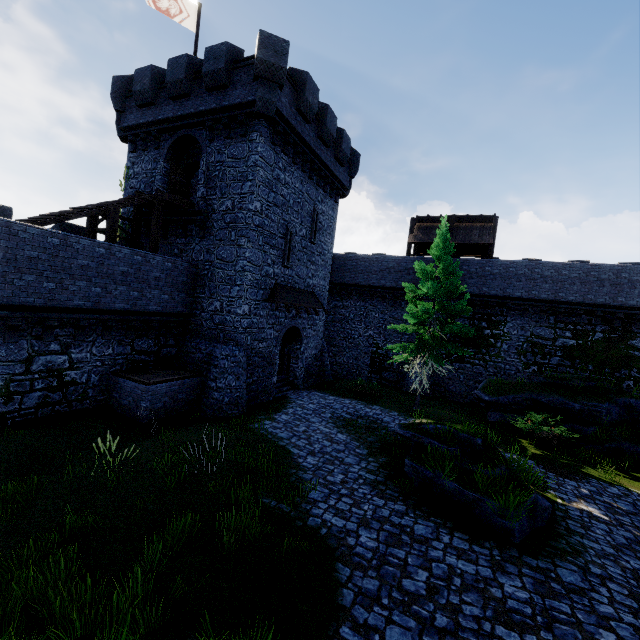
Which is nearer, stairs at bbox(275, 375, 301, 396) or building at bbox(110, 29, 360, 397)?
building at bbox(110, 29, 360, 397)

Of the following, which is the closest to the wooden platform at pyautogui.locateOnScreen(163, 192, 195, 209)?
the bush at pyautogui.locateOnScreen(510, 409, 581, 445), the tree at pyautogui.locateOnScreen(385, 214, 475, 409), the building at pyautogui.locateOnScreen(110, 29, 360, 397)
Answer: the building at pyautogui.locateOnScreen(110, 29, 360, 397)

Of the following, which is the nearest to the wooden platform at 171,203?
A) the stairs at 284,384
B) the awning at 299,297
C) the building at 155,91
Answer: the building at 155,91

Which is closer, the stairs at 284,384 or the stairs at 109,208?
the stairs at 109,208

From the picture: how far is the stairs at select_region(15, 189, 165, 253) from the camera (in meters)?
11.84

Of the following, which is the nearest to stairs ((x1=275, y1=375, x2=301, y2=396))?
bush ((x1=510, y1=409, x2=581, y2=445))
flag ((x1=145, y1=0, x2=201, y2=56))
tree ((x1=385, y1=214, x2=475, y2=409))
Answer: tree ((x1=385, y1=214, x2=475, y2=409))

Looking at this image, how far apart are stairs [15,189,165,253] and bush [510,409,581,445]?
18.9m

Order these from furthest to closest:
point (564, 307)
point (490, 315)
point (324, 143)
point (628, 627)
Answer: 1. point (490, 315)
2. point (564, 307)
3. point (324, 143)
4. point (628, 627)
